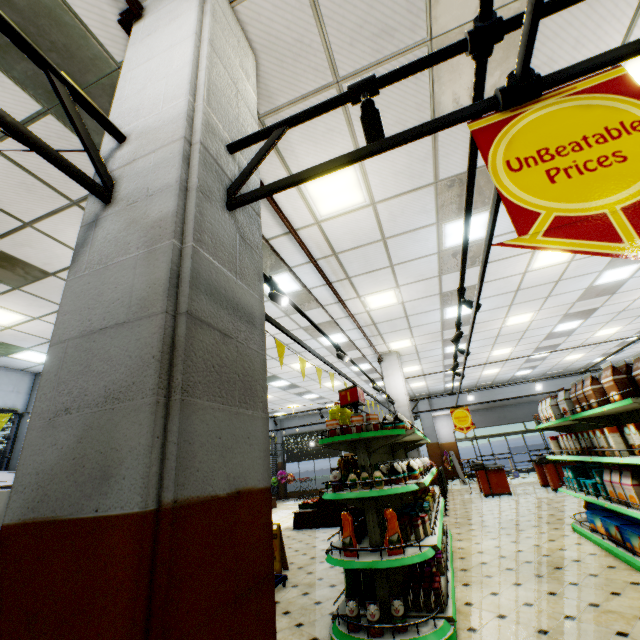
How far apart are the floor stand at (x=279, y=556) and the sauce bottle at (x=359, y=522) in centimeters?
229cm

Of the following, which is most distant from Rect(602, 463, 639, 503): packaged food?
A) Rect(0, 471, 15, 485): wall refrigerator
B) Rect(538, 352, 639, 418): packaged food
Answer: Rect(0, 471, 15, 485): wall refrigerator

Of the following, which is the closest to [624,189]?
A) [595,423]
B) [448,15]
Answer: [448,15]

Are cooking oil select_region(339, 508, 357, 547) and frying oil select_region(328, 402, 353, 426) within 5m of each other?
yes

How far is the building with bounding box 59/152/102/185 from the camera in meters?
1.7 m

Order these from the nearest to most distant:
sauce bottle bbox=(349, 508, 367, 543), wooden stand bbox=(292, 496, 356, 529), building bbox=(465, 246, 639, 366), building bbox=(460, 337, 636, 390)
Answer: sauce bottle bbox=(349, 508, 367, 543) < building bbox=(465, 246, 639, 366) < wooden stand bbox=(292, 496, 356, 529) < building bbox=(460, 337, 636, 390)

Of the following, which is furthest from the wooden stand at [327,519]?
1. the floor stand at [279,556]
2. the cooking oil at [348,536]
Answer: the cooking oil at [348,536]

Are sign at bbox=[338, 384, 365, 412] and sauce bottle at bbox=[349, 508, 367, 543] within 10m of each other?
yes
